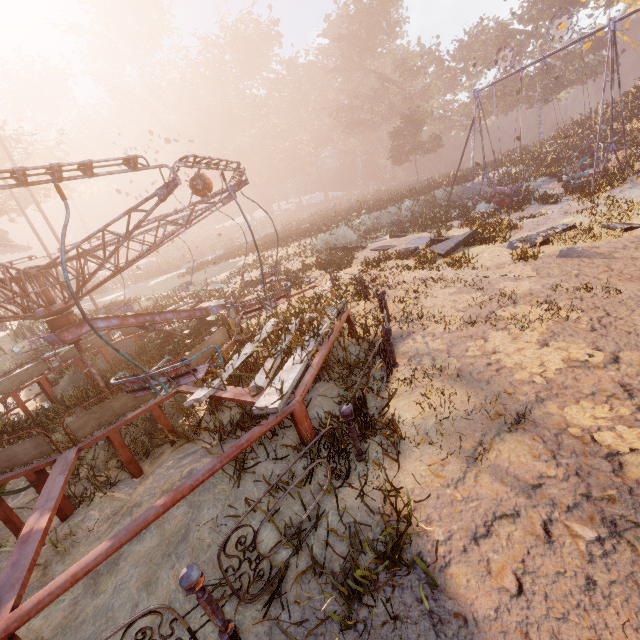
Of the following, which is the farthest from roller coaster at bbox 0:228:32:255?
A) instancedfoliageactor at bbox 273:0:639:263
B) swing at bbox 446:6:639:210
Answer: swing at bbox 446:6:639:210

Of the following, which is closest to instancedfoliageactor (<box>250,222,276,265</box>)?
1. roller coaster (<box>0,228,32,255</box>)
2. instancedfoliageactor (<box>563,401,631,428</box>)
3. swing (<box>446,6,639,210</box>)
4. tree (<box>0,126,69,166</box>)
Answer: swing (<box>446,6,639,210</box>)

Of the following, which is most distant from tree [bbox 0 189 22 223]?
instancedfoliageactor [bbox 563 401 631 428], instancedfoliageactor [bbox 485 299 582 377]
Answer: instancedfoliageactor [bbox 563 401 631 428]

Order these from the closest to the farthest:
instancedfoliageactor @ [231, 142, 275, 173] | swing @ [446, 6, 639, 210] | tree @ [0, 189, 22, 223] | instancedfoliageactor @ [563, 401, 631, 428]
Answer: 1. instancedfoliageactor @ [563, 401, 631, 428]
2. swing @ [446, 6, 639, 210]
3. tree @ [0, 189, 22, 223]
4. instancedfoliageactor @ [231, 142, 275, 173]

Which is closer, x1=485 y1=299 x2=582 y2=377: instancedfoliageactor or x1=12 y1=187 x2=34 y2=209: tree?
x1=485 y1=299 x2=582 y2=377: instancedfoliageactor

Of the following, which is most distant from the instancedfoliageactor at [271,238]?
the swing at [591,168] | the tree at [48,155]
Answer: the tree at [48,155]

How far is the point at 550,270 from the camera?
8.02m

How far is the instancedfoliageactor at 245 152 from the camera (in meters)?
53.47
